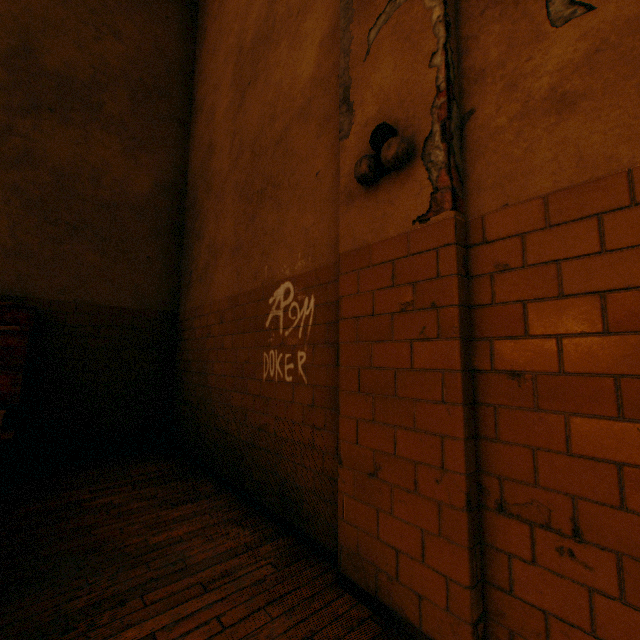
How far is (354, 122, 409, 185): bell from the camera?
1.7m

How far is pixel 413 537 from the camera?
1.5m

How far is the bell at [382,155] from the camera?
1.7 meters
